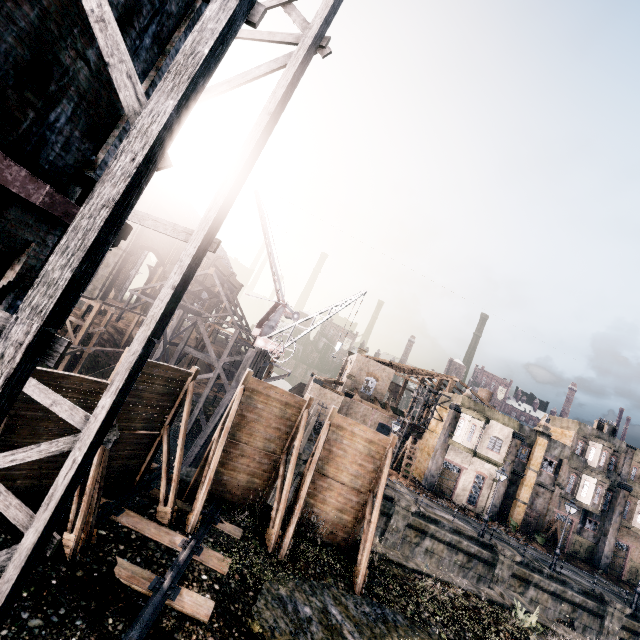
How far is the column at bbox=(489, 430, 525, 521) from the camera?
33.9m

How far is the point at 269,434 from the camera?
14.8m

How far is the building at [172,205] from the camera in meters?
40.6

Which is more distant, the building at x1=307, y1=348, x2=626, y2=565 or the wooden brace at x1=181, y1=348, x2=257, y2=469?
the building at x1=307, y1=348, x2=626, y2=565

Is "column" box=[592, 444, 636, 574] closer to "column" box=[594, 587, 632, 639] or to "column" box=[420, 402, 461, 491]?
"column" box=[594, 587, 632, 639]

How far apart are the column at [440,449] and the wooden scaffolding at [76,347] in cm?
3401

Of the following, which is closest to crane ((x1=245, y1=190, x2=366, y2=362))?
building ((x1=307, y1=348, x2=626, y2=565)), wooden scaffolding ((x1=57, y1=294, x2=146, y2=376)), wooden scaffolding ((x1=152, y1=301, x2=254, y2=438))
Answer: wooden scaffolding ((x1=152, y1=301, x2=254, y2=438))

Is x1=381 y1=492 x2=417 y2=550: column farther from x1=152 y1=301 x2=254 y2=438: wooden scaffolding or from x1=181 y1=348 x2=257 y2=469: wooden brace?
x1=181 y1=348 x2=257 y2=469: wooden brace
